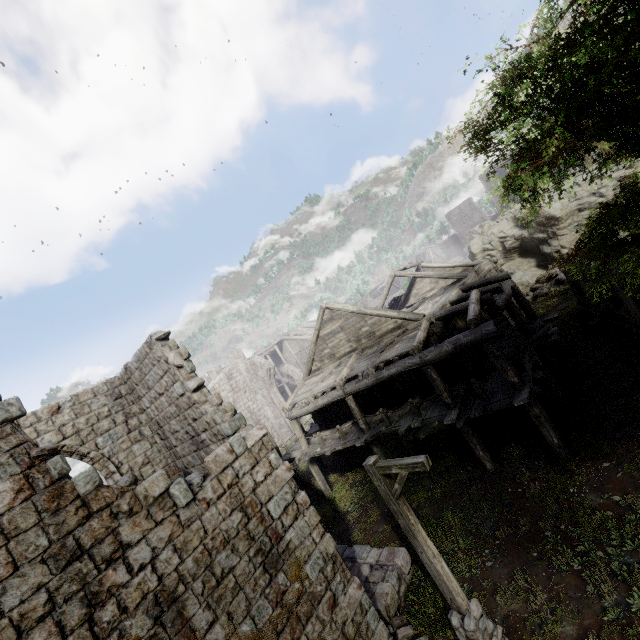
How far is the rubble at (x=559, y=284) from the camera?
23.3m

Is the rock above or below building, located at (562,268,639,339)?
above

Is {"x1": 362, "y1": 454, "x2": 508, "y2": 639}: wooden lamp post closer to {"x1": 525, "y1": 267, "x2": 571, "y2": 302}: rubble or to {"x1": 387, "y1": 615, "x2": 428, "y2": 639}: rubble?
{"x1": 387, "y1": 615, "x2": 428, "y2": 639}: rubble

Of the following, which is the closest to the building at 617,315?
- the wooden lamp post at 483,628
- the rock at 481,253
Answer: the rock at 481,253

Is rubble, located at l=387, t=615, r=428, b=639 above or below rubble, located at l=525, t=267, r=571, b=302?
below

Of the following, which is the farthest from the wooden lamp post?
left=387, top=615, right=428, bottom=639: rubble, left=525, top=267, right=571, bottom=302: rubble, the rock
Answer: the rock

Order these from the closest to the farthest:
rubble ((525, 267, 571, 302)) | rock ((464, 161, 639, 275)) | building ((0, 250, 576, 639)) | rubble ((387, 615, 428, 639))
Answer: building ((0, 250, 576, 639)) → rubble ((387, 615, 428, 639)) → rubble ((525, 267, 571, 302)) → rock ((464, 161, 639, 275))

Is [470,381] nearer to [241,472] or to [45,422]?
[241,472]
